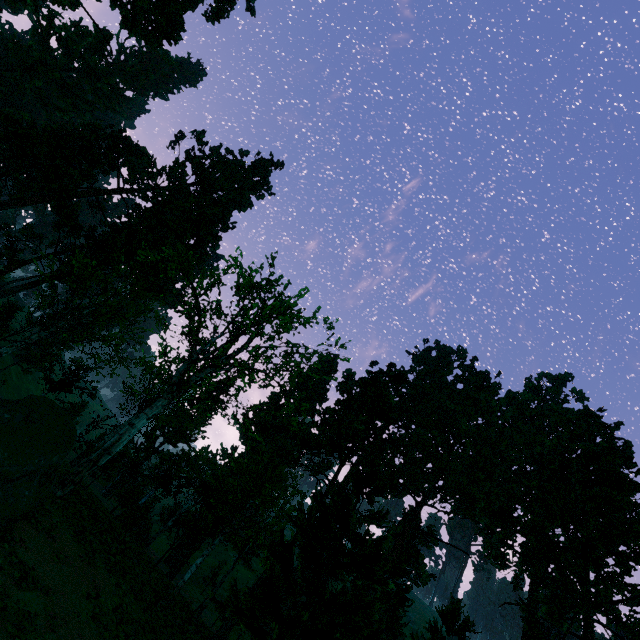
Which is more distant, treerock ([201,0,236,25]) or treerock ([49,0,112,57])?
treerock ([201,0,236,25])

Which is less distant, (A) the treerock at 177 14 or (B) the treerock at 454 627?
(B) the treerock at 454 627

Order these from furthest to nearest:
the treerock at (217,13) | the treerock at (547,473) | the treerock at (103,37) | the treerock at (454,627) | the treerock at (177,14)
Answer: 1. the treerock at (217,13)
2. the treerock at (177,14)
3. the treerock at (454,627)
4. the treerock at (103,37)
5. the treerock at (547,473)

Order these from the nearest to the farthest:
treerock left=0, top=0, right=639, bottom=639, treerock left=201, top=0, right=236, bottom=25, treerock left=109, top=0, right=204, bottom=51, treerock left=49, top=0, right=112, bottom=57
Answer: treerock left=0, top=0, right=639, bottom=639, treerock left=49, top=0, right=112, bottom=57, treerock left=109, top=0, right=204, bottom=51, treerock left=201, top=0, right=236, bottom=25

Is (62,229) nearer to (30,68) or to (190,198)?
(190,198)
